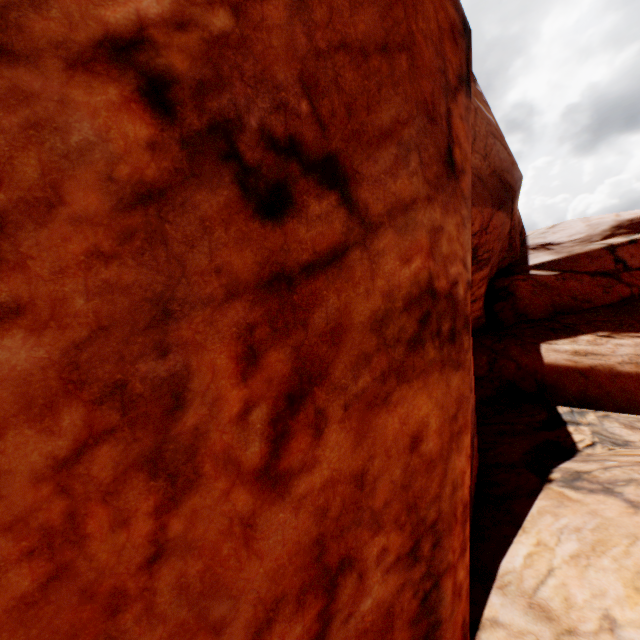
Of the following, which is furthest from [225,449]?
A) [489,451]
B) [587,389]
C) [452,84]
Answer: [587,389]
